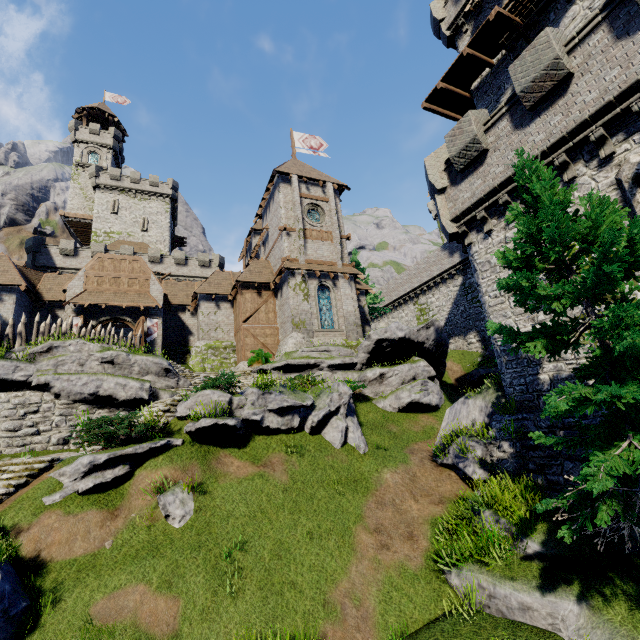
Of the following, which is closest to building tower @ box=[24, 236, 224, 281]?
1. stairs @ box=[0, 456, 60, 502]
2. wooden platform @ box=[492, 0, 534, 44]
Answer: stairs @ box=[0, 456, 60, 502]

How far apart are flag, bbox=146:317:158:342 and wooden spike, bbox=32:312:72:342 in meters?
6.5 m

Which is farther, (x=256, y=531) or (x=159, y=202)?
(x=159, y=202)

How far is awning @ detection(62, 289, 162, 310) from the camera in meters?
23.3 m

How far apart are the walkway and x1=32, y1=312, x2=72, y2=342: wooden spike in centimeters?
2556cm

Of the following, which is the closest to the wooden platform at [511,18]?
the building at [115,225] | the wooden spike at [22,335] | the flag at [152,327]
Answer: the flag at [152,327]

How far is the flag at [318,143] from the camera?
33.4 meters

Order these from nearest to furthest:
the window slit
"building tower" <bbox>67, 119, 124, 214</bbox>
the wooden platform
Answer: the window slit → the wooden platform → "building tower" <bbox>67, 119, 124, 214</bbox>
